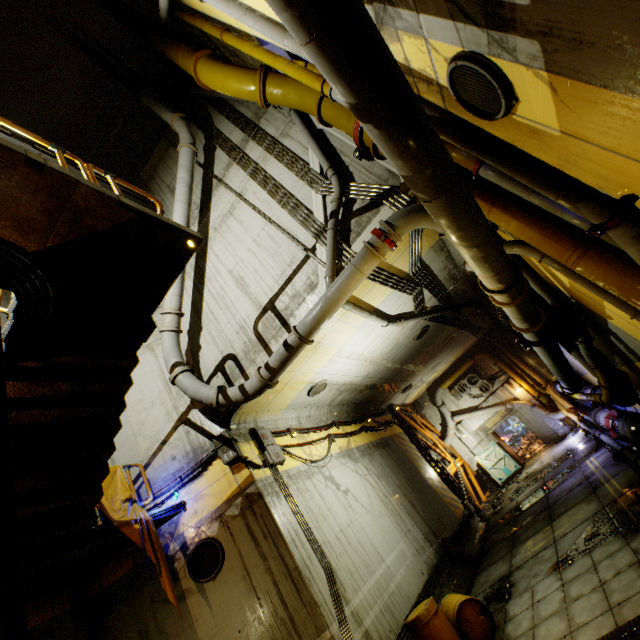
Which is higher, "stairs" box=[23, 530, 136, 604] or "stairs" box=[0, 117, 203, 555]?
"stairs" box=[0, 117, 203, 555]

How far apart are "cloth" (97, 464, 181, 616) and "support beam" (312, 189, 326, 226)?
7.81m

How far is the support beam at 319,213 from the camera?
8.3 meters

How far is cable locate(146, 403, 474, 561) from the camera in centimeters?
825cm

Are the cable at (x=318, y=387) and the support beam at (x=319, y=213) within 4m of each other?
no

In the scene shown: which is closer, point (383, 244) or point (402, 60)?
point (402, 60)

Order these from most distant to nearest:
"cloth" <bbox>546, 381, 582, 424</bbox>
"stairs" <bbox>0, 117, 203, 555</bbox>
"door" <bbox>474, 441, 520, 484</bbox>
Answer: "door" <bbox>474, 441, 520, 484</bbox>, "cloth" <bbox>546, 381, 582, 424</bbox>, "stairs" <bbox>0, 117, 203, 555</bbox>

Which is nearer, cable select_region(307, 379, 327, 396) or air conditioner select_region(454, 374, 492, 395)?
cable select_region(307, 379, 327, 396)
